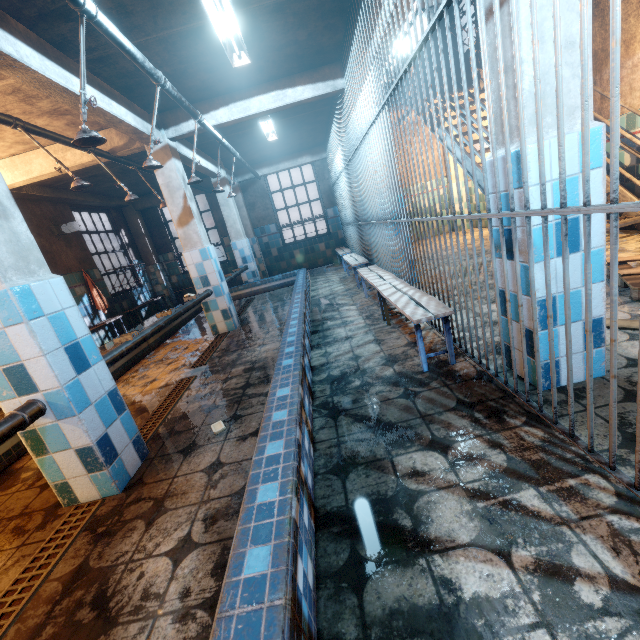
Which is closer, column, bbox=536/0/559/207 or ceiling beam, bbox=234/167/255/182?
column, bbox=536/0/559/207

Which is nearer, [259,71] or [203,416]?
[203,416]

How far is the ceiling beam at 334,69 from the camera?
4.0m

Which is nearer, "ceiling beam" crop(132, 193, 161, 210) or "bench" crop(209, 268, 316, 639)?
"bench" crop(209, 268, 316, 639)

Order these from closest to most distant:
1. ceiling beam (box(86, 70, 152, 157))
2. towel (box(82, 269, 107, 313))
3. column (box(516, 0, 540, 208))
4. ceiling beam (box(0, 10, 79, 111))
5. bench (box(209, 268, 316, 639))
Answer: bench (box(209, 268, 316, 639)), column (box(516, 0, 540, 208)), ceiling beam (box(0, 10, 79, 111)), ceiling beam (box(86, 70, 152, 157)), towel (box(82, 269, 107, 313))

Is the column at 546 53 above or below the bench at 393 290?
above

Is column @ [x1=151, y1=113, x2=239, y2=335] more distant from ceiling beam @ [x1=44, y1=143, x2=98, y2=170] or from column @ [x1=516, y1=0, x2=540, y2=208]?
column @ [x1=516, y1=0, x2=540, y2=208]

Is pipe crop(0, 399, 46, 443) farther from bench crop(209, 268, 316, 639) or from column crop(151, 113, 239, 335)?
column crop(151, 113, 239, 335)
